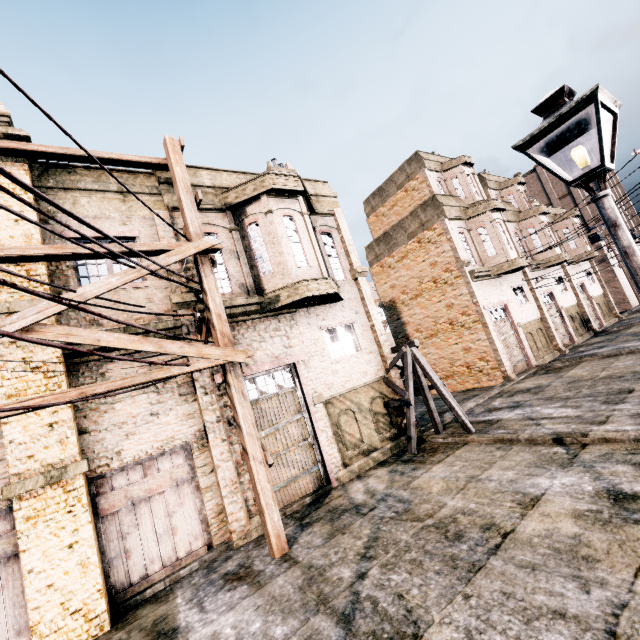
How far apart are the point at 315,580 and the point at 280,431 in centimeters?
494cm

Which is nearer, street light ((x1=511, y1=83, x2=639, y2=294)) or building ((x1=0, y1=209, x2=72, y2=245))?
street light ((x1=511, y1=83, x2=639, y2=294))

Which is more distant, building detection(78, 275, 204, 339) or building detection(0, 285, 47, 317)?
building detection(78, 275, 204, 339)

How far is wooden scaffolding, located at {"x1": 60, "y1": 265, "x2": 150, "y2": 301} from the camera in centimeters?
684cm

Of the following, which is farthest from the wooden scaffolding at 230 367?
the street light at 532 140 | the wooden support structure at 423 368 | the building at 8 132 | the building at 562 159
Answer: the building at 562 159

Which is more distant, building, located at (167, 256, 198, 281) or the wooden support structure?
the wooden support structure

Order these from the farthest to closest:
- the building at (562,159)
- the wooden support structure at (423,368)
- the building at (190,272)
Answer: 1. the building at (562,159)
2. the wooden support structure at (423,368)
3. the building at (190,272)

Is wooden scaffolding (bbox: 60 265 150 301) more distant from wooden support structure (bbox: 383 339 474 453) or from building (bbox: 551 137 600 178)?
building (bbox: 551 137 600 178)
